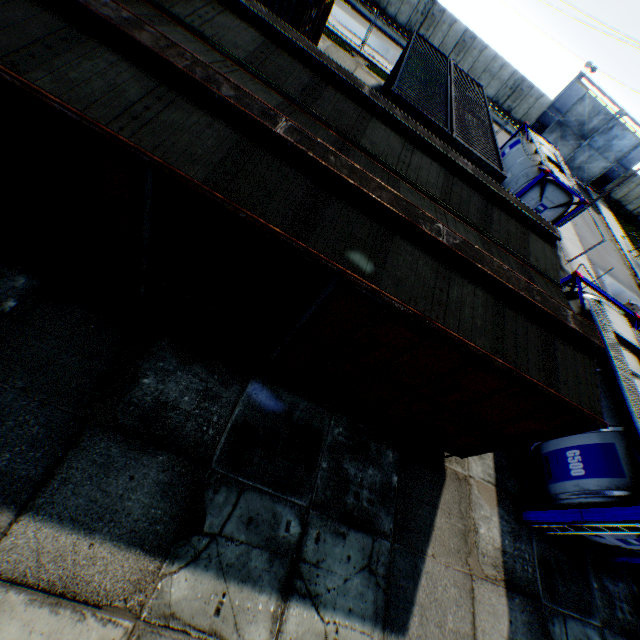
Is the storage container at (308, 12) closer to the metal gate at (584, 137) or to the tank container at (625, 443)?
the tank container at (625, 443)

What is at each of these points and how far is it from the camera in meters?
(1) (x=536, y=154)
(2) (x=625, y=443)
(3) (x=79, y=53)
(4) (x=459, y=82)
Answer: (1) tank container, 18.0
(2) tank container, 7.1
(3) train, 3.8
(4) storage container, 17.4

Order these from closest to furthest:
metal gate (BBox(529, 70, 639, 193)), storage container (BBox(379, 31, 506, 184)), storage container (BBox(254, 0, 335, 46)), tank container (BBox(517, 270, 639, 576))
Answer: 1. tank container (BBox(517, 270, 639, 576))
2. storage container (BBox(379, 31, 506, 184))
3. storage container (BBox(254, 0, 335, 46))
4. metal gate (BBox(529, 70, 639, 193))

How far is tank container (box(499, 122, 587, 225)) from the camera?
16.3 meters

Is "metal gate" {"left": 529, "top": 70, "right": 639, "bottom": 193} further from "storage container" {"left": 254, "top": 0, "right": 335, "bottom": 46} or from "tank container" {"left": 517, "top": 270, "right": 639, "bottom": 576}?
"tank container" {"left": 517, "top": 270, "right": 639, "bottom": 576}

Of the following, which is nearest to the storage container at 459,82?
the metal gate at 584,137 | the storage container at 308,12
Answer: the storage container at 308,12

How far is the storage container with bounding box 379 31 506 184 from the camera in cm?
1138

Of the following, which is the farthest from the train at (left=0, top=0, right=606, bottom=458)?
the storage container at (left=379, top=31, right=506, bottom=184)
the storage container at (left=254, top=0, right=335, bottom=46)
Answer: the storage container at (left=254, top=0, right=335, bottom=46)
